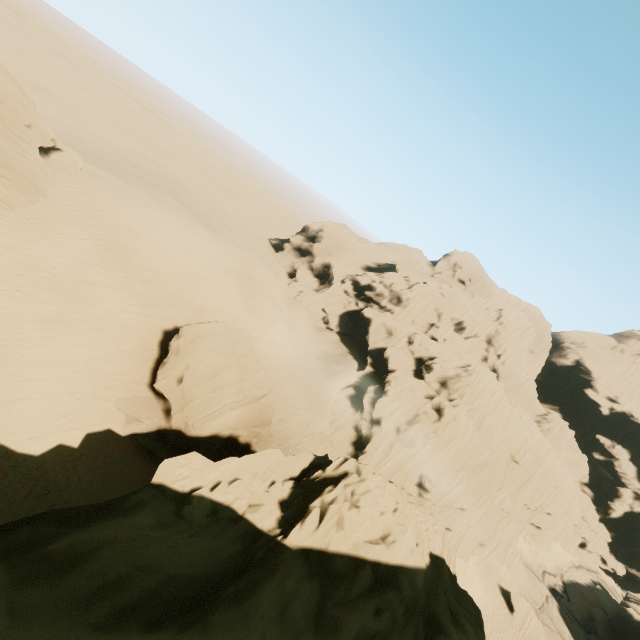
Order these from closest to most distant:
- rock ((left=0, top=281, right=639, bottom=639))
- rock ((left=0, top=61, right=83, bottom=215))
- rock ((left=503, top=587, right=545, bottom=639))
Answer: rock ((left=0, top=281, right=639, bottom=639)) < rock ((left=0, top=61, right=83, bottom=215)) < rock ((left=503, top=587, right=545, bottom=639))

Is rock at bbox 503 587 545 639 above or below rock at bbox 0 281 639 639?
below

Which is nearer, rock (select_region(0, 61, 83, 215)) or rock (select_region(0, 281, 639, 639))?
rock (select_region(0, 281, 639, 639))

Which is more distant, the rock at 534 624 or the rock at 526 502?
the rock at 534 624

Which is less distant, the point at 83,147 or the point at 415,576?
the point at 415,576
